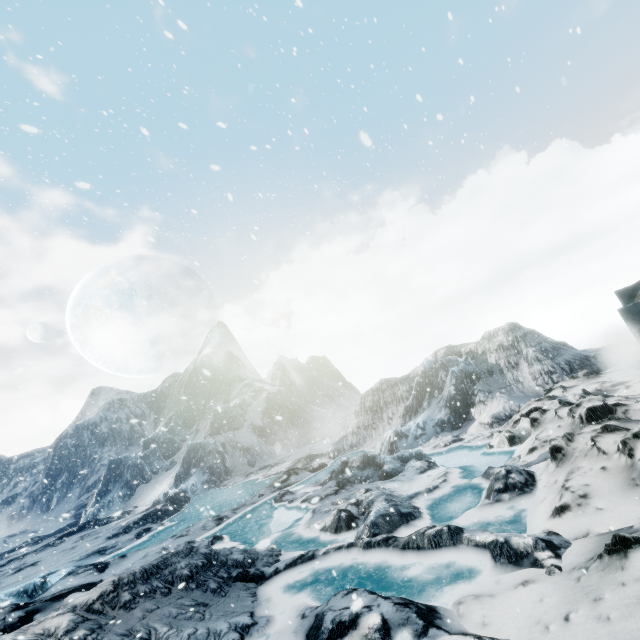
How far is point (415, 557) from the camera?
7.3 meters
